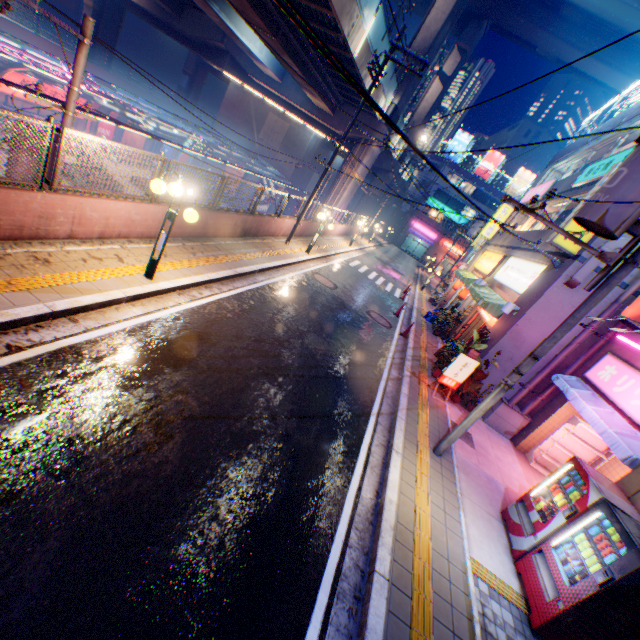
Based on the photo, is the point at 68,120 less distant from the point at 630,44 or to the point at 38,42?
the point at 38,42

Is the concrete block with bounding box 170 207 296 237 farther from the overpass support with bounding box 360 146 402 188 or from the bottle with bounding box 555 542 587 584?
the bottle with bounding box 555 542 587 584

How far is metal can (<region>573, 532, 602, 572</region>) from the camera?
4.9m

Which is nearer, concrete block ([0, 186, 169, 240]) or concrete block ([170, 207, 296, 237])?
concrete block ([0, 186, 169, 240])

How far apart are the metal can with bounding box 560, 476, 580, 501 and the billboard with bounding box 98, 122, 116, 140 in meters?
38.3

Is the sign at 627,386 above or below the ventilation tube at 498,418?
above

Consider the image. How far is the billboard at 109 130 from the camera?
28.9m

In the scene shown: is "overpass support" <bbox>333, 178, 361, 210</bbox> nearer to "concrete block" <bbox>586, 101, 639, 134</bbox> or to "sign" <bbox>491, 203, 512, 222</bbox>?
"sign" <bbox>491, 203, 512, 222</bbox>
